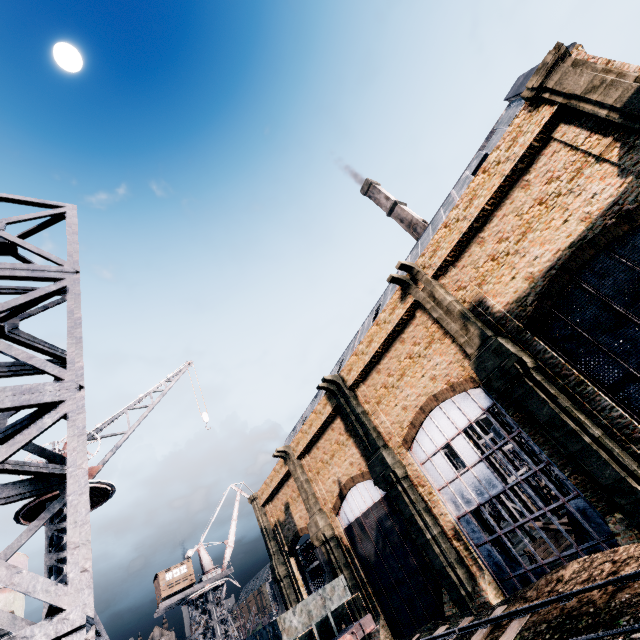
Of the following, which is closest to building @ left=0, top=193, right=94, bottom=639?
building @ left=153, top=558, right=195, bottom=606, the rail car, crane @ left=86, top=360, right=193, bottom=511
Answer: crane @ left=86, top=360, right=193, bottom=511

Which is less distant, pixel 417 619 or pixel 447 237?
pixel 447 237

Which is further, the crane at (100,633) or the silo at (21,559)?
the silo at (21,559)

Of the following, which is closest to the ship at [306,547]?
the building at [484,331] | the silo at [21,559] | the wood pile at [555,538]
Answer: the building at [484,331]

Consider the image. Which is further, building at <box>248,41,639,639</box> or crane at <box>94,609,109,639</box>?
building at <box>248,41,639,639</box>

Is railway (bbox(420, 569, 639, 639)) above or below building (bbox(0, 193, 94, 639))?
below

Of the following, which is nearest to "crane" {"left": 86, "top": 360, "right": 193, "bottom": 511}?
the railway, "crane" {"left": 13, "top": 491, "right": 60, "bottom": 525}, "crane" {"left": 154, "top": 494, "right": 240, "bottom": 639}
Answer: "crane" {"left": 13, "top": 491, "right": 60, "bottom": 525}

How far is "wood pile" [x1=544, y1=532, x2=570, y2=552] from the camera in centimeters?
2485cm
